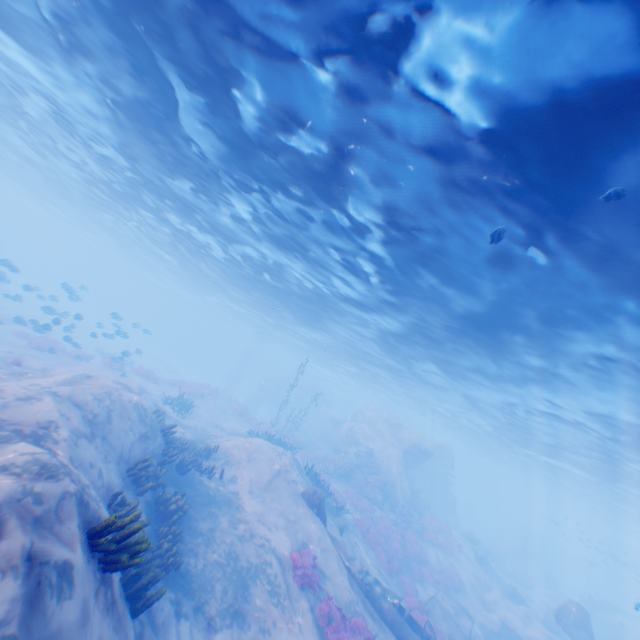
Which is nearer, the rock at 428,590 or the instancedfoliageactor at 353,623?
the instancedfoliageactor at 353,623

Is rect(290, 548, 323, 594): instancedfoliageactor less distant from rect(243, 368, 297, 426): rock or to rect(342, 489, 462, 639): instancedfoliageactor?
rect(342, 489, 462, 639): instancedfoliageactor

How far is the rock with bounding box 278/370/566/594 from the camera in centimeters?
2691cm

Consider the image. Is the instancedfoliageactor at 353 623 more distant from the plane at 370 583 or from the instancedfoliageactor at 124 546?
the plane at 370 583

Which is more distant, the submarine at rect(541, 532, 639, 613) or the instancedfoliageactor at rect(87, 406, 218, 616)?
the submarine at rect(541, 532, 639, 613)

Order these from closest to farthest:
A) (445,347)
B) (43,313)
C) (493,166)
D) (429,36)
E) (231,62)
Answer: (429,36) → (493,166) → (231,62) → (445,347) → (43,313)

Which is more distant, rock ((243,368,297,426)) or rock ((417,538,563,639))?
rock ((243,368,297,426))
